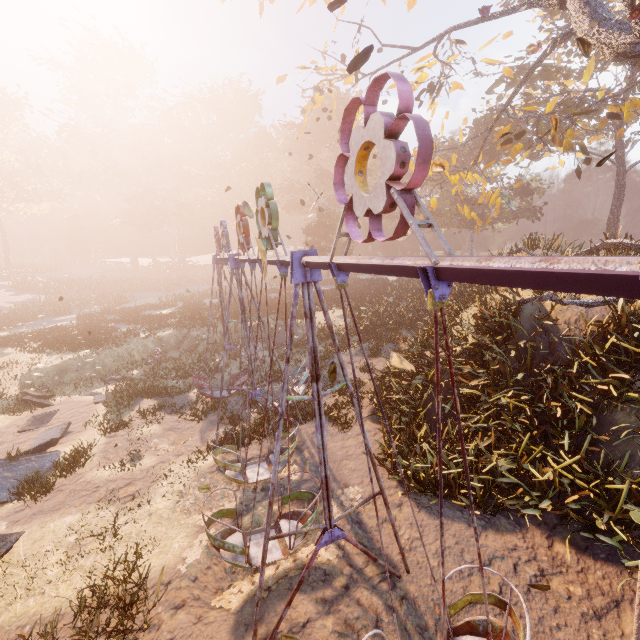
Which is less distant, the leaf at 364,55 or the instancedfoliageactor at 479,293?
the leaf at 364,55

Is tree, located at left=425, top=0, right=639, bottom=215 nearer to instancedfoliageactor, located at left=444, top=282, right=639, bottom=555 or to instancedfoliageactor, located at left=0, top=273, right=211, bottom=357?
instancedfoliageactor, located at left=444, top=282, right=639, bottom=555

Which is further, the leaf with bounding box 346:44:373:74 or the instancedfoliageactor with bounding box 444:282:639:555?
the instancedfoliageactor with bounding box 444:282:639:555

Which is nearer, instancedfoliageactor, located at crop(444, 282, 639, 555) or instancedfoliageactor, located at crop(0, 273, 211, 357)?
instancedfoliageactor, located at crop(444, 282, 639, 555)

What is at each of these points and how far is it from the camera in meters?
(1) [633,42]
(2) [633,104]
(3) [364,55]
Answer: (1) tree, 8.8
(2) tree, 15.2
(3) leaf, 3.5

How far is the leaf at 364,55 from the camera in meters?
3.4 m

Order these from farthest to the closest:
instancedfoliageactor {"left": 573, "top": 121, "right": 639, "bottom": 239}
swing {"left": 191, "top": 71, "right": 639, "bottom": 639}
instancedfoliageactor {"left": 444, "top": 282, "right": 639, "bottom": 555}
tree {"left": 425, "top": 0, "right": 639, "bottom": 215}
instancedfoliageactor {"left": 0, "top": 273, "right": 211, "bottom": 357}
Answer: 1. instancedfoliageactor {"left": 573, "top": 121, "right": 639, "bottom": 239}
2. instancedfoliageactor {"left": 0, "top": 273, "right": 211, "bottom": 357}
3. tree {"left": 425, "top": 0, "right": 639, "bottom": 215}
4. instancedfoliageactor {"left": 444, "top": 282, "right": 639, "bottom": 555}
5. swing {"left": 191, "top": 71, "right": 639, "bottom": 639}

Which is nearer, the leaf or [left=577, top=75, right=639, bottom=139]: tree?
the leaf
